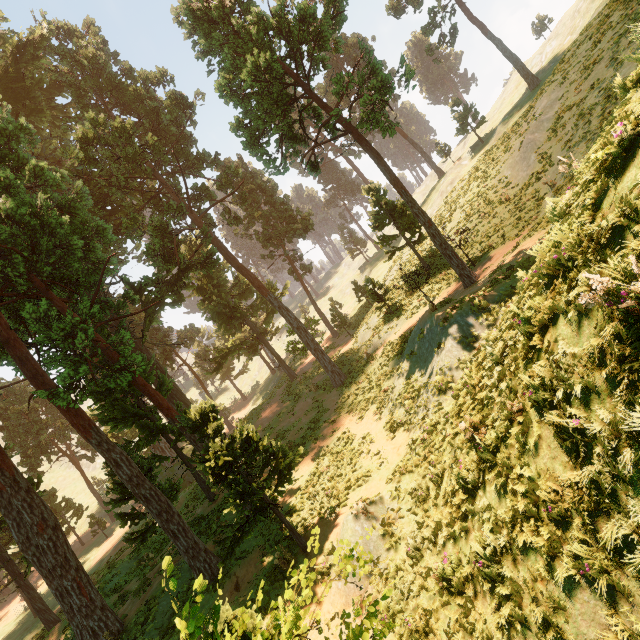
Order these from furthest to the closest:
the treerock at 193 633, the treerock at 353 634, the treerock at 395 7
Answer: the treerock at 395 7 < the treerock at 353 634 < the treerock at 193 633

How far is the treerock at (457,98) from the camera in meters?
36.2

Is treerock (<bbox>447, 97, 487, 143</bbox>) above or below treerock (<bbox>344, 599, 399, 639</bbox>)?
above

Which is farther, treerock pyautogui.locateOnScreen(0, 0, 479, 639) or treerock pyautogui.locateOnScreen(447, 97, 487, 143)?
treerock pyautogui.locateOnScreen(447, 97, 487, 143)

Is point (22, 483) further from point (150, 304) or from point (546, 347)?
point (546, 347)

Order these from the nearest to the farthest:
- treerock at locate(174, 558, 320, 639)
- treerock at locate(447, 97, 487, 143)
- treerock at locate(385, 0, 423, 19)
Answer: treerock at locate(174, 558, 320, 639), treerock at locate(447, 97, 487, 143), treerock at locate(385, 0, 423, 19)
